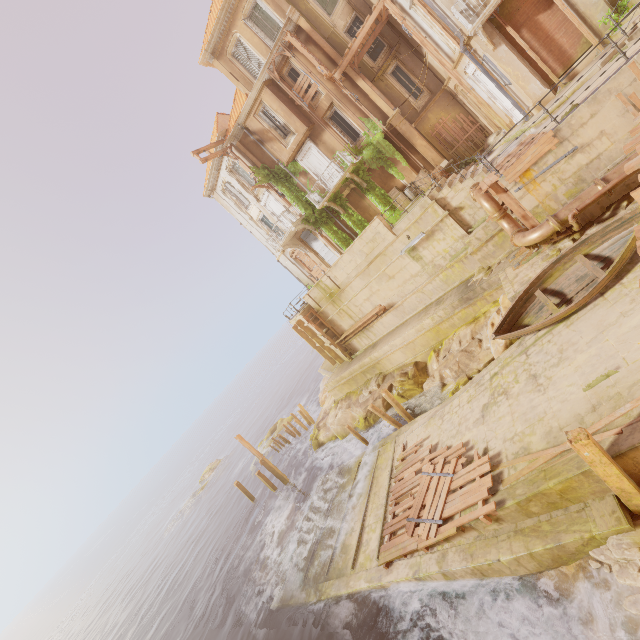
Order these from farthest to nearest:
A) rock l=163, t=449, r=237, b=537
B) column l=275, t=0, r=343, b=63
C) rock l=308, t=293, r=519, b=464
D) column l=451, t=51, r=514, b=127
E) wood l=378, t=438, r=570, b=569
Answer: rock l=163, t=449, r=237, b=537 → column l=275, t=0, r=343, b=63 → column l=451, t=51, r=514, b=127 → rock l=308, t=293, r=519, b=464 → wood l=378, t=438, r=570, b=569

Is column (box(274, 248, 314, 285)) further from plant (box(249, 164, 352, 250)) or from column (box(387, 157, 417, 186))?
column (box(387, 157, 417, 186))

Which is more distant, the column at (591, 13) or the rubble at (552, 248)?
the column at (591, 13)

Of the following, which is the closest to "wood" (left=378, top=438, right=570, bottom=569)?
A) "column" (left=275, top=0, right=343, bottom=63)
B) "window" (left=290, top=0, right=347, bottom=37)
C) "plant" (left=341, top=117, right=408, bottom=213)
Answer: "plant" (left=341, top=117, right=408, bottom=213)

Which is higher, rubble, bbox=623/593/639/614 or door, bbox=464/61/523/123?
door, bbox=464/61/523/123

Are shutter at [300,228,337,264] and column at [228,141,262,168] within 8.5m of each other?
yes

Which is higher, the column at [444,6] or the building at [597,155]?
the column at [444,6]

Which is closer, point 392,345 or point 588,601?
point 588,601
